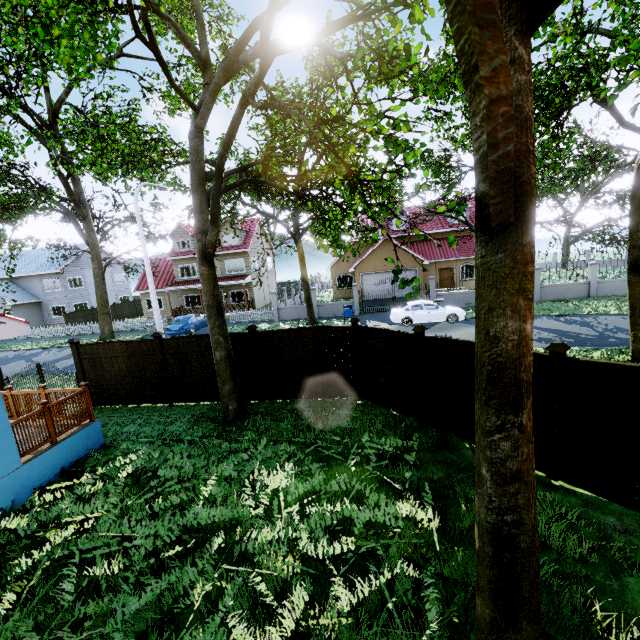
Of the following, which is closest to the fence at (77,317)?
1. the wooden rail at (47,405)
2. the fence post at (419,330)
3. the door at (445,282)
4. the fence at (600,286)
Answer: the fence post at (419,330)

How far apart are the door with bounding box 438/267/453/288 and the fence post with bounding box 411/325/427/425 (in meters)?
26.32

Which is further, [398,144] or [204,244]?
[204,244]

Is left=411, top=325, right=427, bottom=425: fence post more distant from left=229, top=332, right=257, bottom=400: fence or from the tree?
the tree

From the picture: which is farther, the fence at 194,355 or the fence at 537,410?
the fence at 194,355

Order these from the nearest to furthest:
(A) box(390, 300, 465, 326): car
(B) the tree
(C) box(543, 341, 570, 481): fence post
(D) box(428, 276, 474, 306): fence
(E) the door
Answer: (B) the tree → (C) box(543, 341, 570, 481): fence post → (A) box(390, 300, 465, 326): car → (D) box(428, 276, 474, 306): fence → (E) the door

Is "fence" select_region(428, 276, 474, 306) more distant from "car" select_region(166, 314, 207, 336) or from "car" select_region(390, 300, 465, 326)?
"car" select_region(166, 314, 207, 336)

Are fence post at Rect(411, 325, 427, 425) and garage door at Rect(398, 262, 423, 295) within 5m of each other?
no
